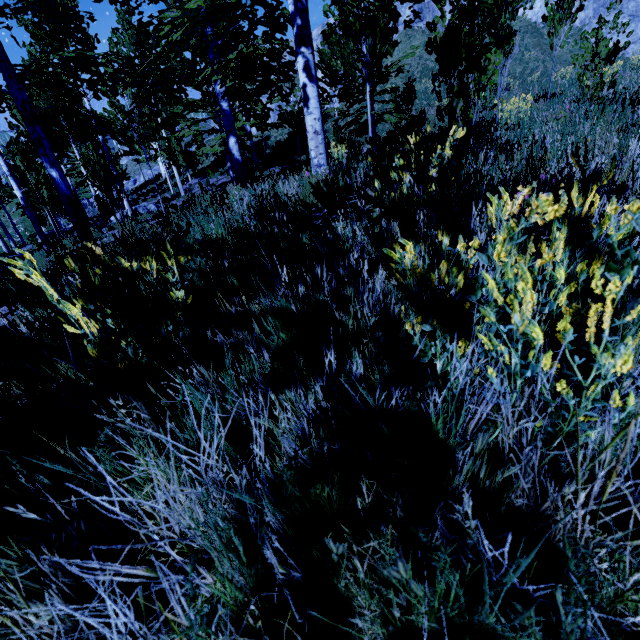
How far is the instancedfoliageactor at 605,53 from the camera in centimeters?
583cm

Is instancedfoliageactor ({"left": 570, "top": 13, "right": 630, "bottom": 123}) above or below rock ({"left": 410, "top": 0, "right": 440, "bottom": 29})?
below

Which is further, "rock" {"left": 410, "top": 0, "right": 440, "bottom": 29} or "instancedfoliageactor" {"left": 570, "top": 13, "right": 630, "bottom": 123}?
"rock" {"left": 410, "top": 0, "right": 440, "bottom": 29}

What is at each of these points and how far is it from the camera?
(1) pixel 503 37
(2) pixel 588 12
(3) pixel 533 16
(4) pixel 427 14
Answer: (1) instancedfoliageactor, 5.8m
(2) rock, 27.9m
(3) rock, 29.6m
(4) rock, 30.7m

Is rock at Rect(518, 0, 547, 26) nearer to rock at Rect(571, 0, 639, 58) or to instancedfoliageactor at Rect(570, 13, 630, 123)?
rock at Rect(571, 0, 639, 58)

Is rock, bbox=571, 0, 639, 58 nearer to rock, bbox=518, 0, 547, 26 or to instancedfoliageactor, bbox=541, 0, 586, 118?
rock, bbox=518, 0, 547, 26

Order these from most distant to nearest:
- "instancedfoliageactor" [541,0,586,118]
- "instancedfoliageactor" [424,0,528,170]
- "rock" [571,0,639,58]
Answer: "rock" [571,0,639,58], "instancedfoliageactor" [541,0,586,118], "instancedfoliageactor" [424,0,528,170]

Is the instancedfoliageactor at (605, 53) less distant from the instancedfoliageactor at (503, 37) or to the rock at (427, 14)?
the instancedfoliageactor at (503, 37)
